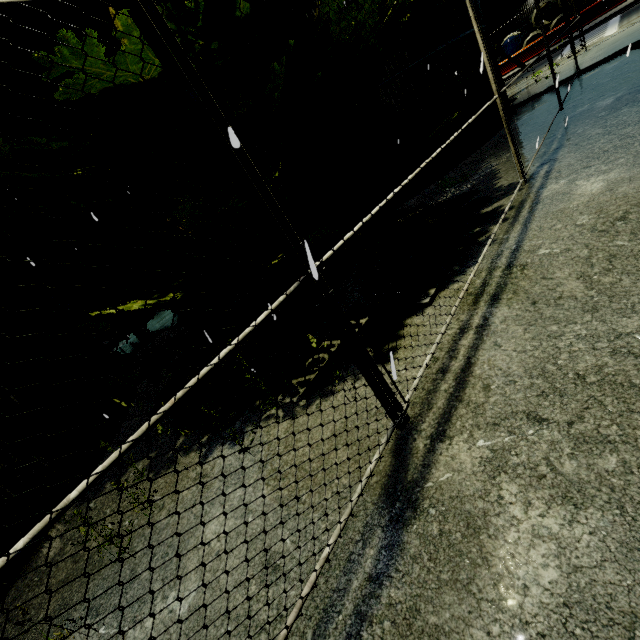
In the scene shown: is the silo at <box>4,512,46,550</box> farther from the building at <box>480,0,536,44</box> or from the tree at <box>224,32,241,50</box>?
the building at <box>480,0,536,44</box>

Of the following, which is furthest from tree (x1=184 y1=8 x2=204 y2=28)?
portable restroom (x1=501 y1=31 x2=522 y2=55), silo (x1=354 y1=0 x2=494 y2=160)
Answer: portable restroom (x1=501 y1=31 x2=522 y2=55)

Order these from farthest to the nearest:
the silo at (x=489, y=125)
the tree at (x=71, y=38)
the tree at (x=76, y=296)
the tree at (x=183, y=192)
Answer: the tree at (x=76, y=296) → the silo at (x=489, y=125) → the tree at (x=183, y=192) → the tree at (x=71, y=38)

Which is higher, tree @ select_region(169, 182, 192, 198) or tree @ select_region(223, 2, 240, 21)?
tree @ select_region(223, 2, 240, 21)

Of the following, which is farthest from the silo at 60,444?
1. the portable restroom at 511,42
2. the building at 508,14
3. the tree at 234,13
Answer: the portable restroom at 511,42

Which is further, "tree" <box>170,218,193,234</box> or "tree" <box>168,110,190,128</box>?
"tree" <box>168,110,190,128</box>

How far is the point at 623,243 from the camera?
3.3 meters
